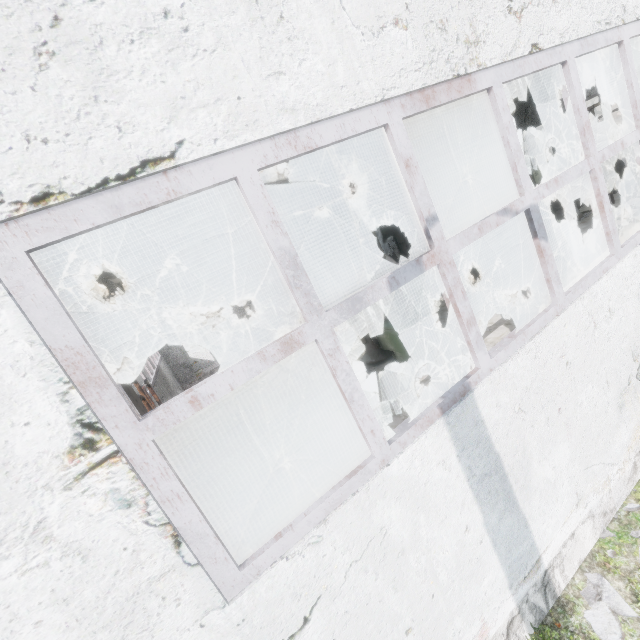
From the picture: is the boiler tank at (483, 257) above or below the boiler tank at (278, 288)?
below

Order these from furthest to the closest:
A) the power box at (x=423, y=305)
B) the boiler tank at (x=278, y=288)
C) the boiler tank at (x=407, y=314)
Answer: the boiler tank at (x=278, y=288) → the power box at (x=423, y=305) → the boiler tank at (x=407, y=314)

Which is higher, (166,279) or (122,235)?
(122,235)

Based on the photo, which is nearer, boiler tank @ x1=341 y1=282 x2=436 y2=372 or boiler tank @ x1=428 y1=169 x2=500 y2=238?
boiler tank @ x1=341 y1=282 x2=436 y2=372

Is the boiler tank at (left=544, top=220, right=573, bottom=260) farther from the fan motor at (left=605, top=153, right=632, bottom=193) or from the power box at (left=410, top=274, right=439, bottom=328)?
the fan motor at (left=605, top=153, right=632, bottom=193)

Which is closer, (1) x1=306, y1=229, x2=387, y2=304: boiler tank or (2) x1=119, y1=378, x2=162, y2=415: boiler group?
(2) x1=119, y1=378, x2=162, y2=415: boiler group

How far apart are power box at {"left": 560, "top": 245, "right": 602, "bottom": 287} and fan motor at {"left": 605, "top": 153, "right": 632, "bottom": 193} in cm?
1673

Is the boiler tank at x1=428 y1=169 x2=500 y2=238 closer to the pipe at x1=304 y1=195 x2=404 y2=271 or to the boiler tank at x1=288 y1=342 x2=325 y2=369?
the boiler tank at x1=288 y1=342 x2=325 y2=369
